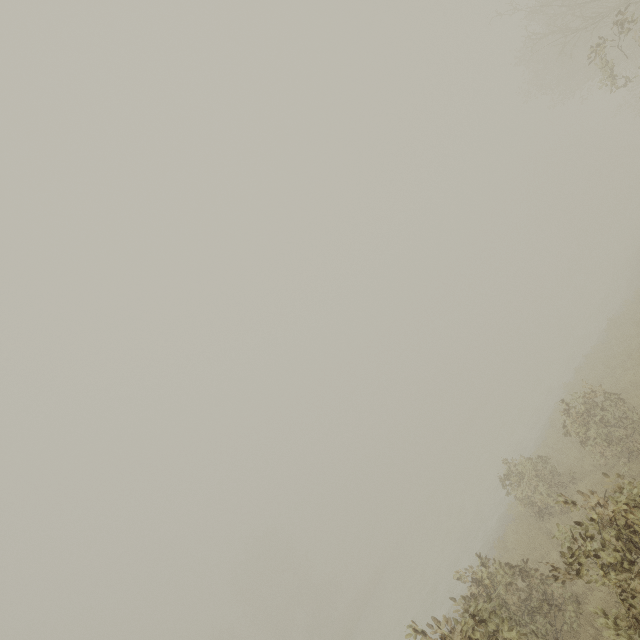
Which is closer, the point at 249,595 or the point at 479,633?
the point at 479,633
